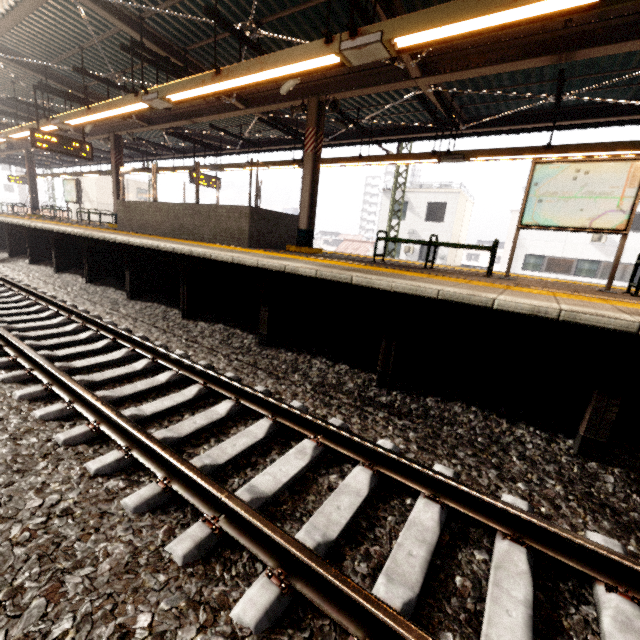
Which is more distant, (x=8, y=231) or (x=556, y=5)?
(x=8, y=231)

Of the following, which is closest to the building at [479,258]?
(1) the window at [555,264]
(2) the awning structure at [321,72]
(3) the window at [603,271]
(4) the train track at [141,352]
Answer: (1) the window at [555,264]

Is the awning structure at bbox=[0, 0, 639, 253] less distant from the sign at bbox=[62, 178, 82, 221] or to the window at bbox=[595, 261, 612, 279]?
the sign at bbox=[62, 178, 82, 221]

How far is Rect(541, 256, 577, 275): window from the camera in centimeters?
2128cm

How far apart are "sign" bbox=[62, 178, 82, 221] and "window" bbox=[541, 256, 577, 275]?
27.8m

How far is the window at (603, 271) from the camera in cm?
2028

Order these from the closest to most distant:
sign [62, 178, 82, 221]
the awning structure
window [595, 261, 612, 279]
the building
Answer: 1. the awning structure
2. sign [62, 178, 82, 221]
3. window [595, 261, 612, 279]
4. the building

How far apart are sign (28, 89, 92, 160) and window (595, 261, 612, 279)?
27.2m
